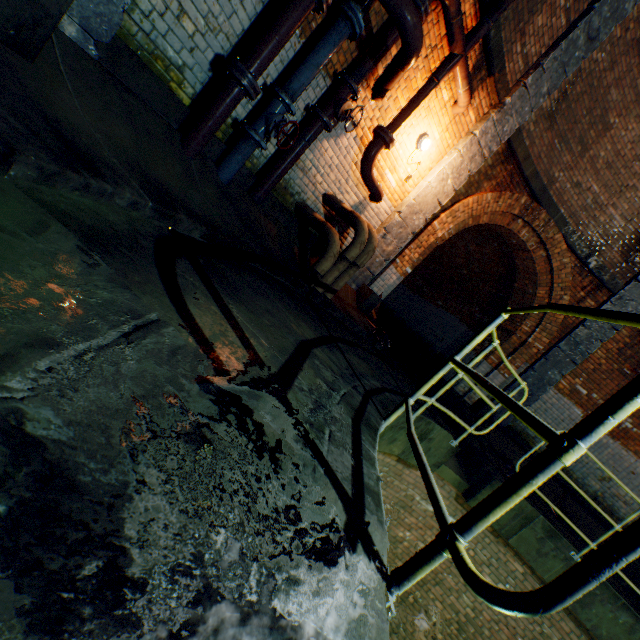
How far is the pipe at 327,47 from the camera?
3.4 meters

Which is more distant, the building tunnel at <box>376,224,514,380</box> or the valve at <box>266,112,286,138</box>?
the building tunnel at <box>376,224,514,380</box>

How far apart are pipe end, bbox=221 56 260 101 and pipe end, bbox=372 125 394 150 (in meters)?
2.14

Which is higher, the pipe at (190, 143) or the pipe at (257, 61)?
the pipe at (257, 61)

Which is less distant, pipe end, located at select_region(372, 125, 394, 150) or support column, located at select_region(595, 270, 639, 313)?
pipe end, located at select_region(372, 125, 394, 150)

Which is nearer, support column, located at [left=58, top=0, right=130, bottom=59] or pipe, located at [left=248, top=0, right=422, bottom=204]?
support column, located at [left=58, top=0, right=130, bottom=59]

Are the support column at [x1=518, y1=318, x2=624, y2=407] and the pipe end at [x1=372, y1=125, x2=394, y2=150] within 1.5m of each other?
no

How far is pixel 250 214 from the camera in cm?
417
